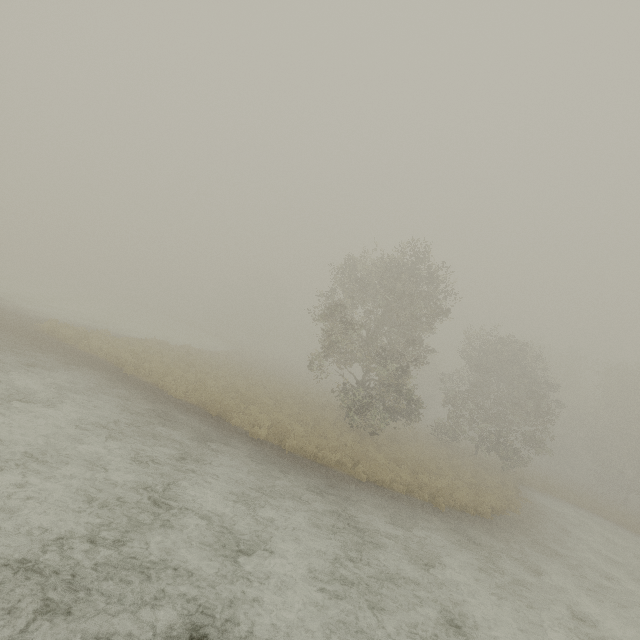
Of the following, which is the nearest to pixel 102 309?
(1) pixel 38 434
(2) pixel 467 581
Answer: (1) pixel 38 434
